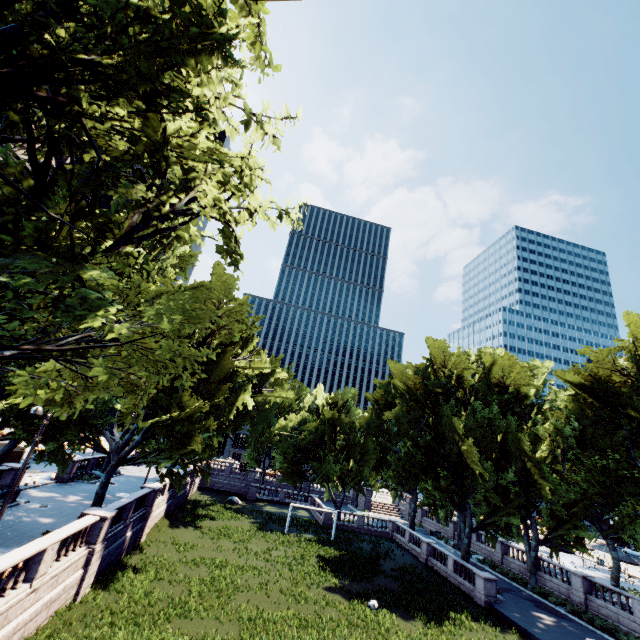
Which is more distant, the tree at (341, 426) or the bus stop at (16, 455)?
the bus stop at (16, 455)

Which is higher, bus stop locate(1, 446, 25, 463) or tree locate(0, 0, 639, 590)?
tree locate(0, 0, 639, 590)

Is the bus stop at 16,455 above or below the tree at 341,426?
below

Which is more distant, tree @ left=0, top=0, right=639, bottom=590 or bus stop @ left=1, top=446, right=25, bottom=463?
bus stop @ left=1, top=446, right=25, bottom=463

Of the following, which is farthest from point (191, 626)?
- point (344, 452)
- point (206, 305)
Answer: point (344, 452)
